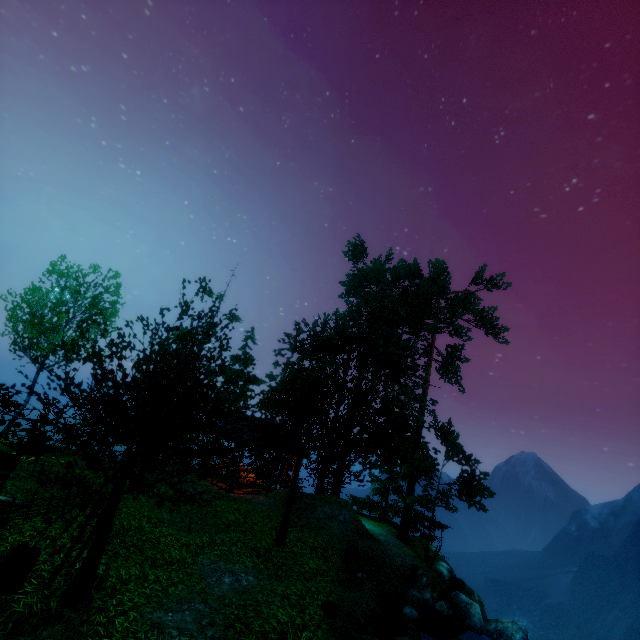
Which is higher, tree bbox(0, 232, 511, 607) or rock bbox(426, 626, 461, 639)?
tree bbox(0, 232, 511, 607)

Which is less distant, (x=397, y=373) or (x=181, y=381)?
(x=181, y=381)

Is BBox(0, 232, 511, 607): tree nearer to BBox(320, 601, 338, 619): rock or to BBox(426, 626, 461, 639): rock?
BBox(320, 601, 338, 619): rock

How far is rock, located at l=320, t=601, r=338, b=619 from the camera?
9.34m

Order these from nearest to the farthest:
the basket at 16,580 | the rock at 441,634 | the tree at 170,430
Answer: the basket at 16,580, the tree at 170,430, the rock at 441,634

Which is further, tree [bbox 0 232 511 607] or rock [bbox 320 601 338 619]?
rock [bbox 320 601 338 619]

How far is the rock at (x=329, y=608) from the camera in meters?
9.3 m

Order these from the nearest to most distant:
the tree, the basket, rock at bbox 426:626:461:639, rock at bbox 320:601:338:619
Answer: the basket → the tree → rock at bbox 320:601:338:619 → rock at bbox 426:626:461:639
